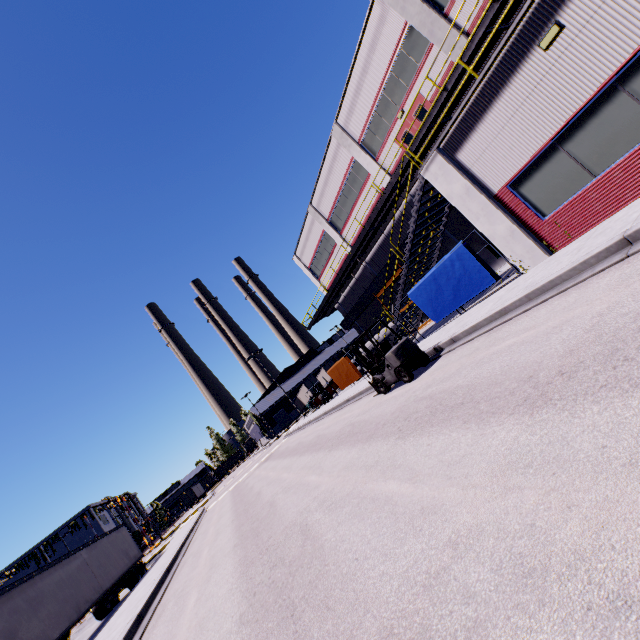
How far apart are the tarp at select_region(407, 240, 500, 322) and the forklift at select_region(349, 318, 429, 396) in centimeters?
328cm

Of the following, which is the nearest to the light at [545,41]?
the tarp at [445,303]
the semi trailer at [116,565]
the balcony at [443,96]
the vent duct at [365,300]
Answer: the balcony at [443,96]

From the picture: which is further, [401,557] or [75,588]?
[75,588]

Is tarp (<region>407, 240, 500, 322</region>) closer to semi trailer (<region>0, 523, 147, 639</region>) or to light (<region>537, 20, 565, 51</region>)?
light (<region>537, 20, 565, 51</region>)

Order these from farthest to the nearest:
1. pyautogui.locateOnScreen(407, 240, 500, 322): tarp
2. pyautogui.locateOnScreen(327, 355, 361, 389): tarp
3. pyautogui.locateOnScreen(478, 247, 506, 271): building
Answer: pyautogui.locateOnScreen(327, 355, 361, 389): tarp, pyautogui.locateOnScreen(478, 247, 506, 271): building, pyautogui.locateOnScreen(407, 240, 500, 322): tarp

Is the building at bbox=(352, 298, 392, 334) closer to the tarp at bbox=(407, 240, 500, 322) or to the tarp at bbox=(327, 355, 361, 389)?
the tarp at bbox=(407, 240, 500, 322)

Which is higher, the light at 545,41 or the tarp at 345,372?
the light at 545,41

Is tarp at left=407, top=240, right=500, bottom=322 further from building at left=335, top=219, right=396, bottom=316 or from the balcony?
the balcony
